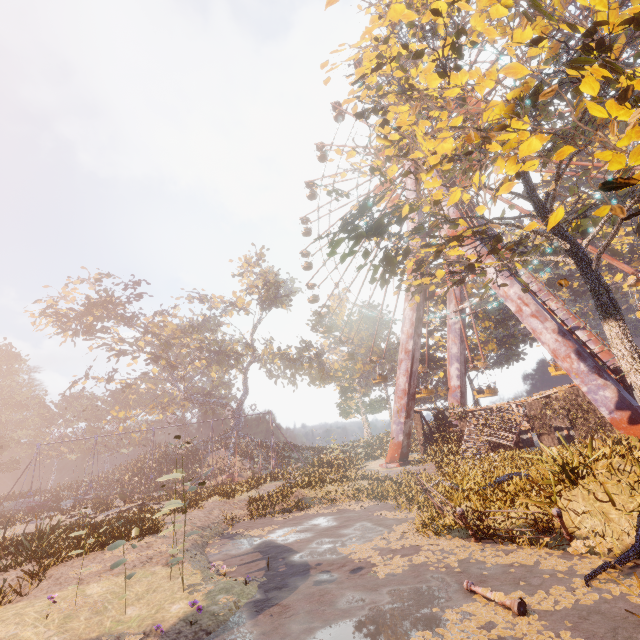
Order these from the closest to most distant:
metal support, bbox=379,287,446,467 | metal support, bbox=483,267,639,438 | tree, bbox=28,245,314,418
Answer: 1. metal support, bbox=483,267,639,438
2. metal support, bbox=379,287,446,467
3. tree, bbox=28,245,314,418

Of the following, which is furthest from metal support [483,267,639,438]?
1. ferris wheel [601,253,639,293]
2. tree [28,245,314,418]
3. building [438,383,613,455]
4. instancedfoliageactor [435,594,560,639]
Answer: tree [28,245,314,418]

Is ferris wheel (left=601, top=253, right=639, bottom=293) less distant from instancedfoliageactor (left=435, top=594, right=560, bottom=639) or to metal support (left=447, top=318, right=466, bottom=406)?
metal support (left=447, top=318, right=466, bottom=406)

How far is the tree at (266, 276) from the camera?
38.56m

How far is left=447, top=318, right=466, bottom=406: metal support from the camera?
29.7 meters

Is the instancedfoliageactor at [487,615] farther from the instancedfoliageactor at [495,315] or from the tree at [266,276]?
the tree at [266,276]

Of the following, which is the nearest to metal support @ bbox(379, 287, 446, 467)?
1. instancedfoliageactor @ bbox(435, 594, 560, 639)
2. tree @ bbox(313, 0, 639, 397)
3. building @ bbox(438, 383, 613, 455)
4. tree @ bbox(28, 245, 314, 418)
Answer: building @ bbox(438, 383, 613, 455)

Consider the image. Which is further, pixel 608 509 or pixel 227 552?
pixel 227 552
